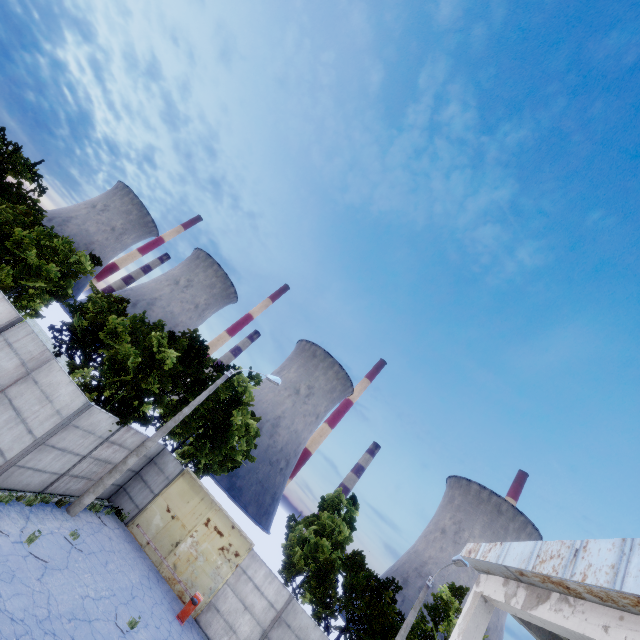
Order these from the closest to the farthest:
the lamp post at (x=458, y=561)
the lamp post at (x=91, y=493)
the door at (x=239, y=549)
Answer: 1. the lamp post at (x=91, y=493)
2. the lamp post at (x=458, y=561)
3. the door at (x=239, y=549)

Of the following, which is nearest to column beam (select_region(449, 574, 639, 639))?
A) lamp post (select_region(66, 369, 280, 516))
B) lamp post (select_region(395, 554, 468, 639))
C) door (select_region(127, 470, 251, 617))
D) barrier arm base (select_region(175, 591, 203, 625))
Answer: lamp post (select_region(395, 554, 468, 639))

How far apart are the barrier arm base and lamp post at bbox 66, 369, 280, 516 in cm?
627

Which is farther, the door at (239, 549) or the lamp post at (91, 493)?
the door at (239, 549)

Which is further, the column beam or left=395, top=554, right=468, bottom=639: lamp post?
left=395, top=554, right=468, bottom=639: lamp post

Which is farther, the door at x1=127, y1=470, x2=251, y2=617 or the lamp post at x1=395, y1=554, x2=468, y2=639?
the door at x1=127, y1=470, x2=251, y2=617

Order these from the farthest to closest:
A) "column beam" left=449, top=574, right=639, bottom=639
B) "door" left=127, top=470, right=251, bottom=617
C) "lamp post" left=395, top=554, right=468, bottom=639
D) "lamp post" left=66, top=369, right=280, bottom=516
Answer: "door" left=127, top=470, right=251, bottom=617 → "lamp post" left=395, top=554, right=468, bottom=639 → "lamp post" left=66, top=369, right=280, bottom=516 → "column beam" left=449, top=574, right=639, bottom=639

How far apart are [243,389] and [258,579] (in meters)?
12.53
